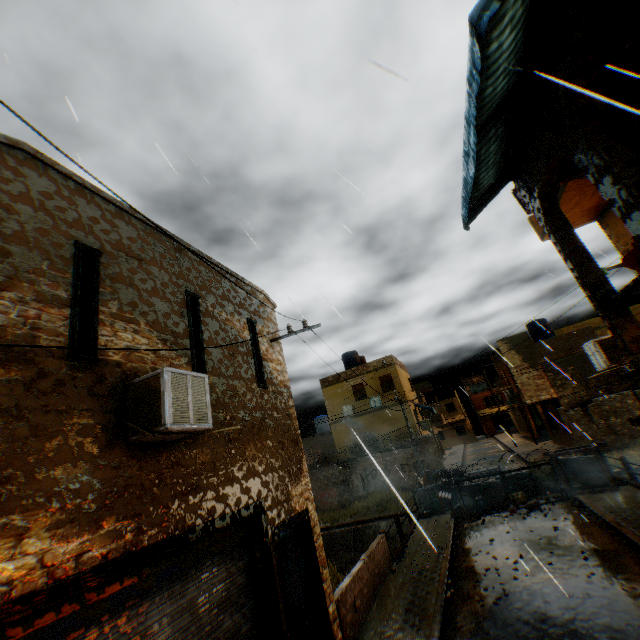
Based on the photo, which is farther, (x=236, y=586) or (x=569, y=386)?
(x=569, y=386)

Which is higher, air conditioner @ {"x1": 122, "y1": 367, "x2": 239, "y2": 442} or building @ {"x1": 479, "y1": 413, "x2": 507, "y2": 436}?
air conditioner @ {"x1": 122, "y1": 367, "x2": 239, "y2": 442}

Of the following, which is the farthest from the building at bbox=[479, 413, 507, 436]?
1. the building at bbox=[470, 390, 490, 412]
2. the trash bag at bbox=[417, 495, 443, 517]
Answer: the trash bag at bbox=[417, 495, 443, 517]

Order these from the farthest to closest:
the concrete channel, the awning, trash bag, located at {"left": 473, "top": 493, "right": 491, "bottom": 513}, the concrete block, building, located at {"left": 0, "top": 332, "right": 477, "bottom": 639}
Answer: the concrete channel → trash bag, located at {"left": 473, "top": 493, "right": 491, "bottom": 513} → the concrete block → the awning → building, located at {"left": 0, "top": 332, "right": 477, "bottom": 639}

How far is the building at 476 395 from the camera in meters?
58.2

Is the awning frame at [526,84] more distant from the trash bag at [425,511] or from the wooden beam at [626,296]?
the trash bag at [425,511]

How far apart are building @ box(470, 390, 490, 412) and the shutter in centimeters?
4743cm

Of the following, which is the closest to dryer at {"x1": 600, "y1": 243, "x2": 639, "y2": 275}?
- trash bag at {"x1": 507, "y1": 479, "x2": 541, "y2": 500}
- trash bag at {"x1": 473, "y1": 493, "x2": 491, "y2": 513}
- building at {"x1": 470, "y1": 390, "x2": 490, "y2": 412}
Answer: trash bag at {"x1": 507, "y1": 479, "x2": 541, "y2": 500}
